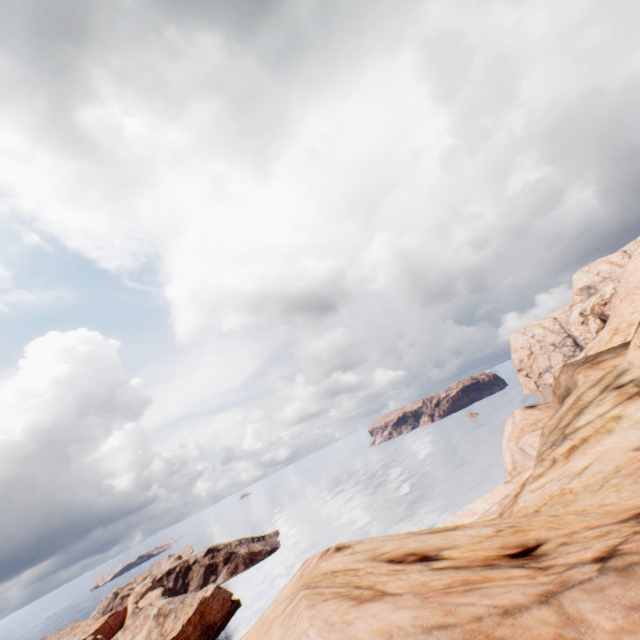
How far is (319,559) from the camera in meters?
8.2

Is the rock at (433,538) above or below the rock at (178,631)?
above

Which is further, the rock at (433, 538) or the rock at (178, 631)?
the rock at (178, 631)

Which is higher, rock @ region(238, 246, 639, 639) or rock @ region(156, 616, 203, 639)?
rock @ region(238, 246, 639, 639)

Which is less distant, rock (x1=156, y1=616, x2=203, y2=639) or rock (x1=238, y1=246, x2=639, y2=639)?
rock (x1=238, y1=246, x2=639, y2=639)
